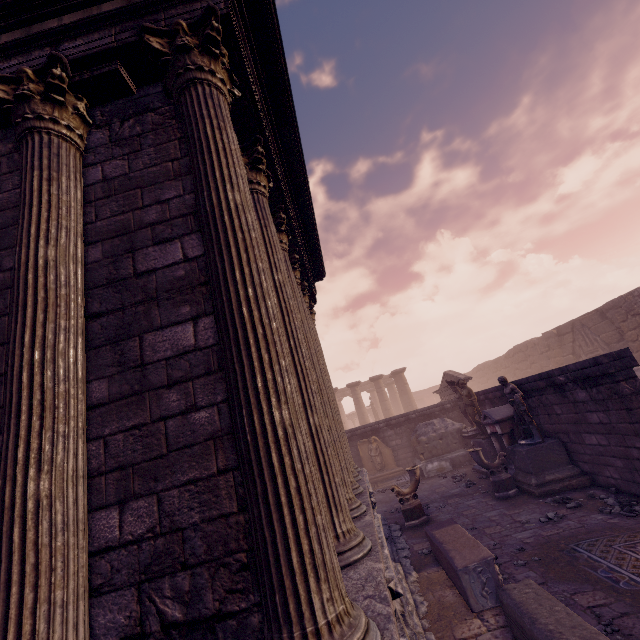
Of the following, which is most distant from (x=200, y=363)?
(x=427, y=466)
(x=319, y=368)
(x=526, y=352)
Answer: (x=526, y=352)

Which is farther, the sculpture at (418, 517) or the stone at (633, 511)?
the sculpture at (418, 517)

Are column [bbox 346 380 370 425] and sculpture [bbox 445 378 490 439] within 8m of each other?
no

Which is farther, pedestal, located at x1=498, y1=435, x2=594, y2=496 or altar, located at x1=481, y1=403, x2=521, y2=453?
altar, located at x1=481, y1=403, x2=521, y2=453

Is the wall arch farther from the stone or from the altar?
the stone

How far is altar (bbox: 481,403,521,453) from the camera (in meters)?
9.85

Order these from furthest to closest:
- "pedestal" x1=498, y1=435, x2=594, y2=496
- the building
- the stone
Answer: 1. "pedestal" x1=498, y1=435, x2=594, y2=496
2. the stone
3. the building

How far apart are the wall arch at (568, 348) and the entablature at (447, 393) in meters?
7.3 m
